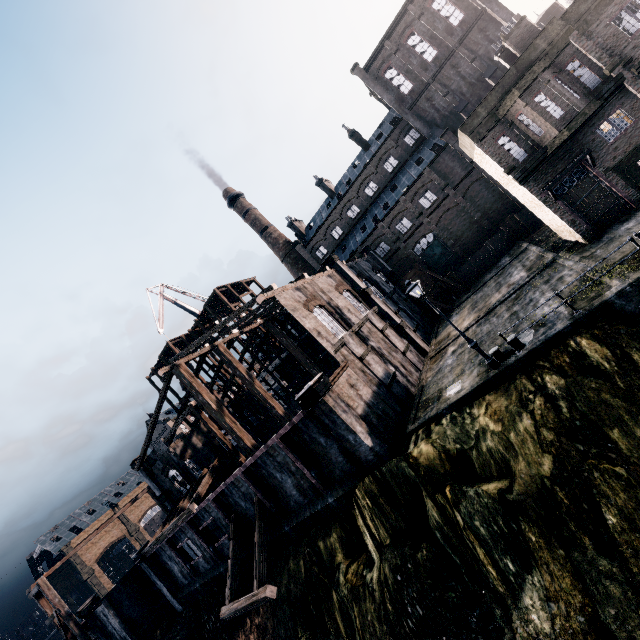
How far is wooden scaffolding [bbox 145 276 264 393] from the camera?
42.7 meters

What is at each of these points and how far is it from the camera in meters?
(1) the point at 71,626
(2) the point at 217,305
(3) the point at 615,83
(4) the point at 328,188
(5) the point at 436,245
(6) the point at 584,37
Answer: (1) wooden scaffolding, 27.4
(2) wooden scaffolding, 46.2
(3) cornice, 16.7
(4) chimney, 56.5
(5) door, 44.7
(6) building, 16.8

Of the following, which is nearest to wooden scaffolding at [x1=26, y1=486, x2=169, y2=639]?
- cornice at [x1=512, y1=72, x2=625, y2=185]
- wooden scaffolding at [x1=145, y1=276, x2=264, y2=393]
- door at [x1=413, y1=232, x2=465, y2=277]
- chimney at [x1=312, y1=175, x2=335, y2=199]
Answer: wooden scaffolding at [x1=145, y1=276, x2=264, y2=393]

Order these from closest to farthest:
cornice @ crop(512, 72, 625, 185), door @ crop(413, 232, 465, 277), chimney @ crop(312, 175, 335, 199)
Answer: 1. cornice @ crop(512, 72, 625, 185)
2. door @ crop(413, 232, 465, 277)
3. chimney @ crop(312, 175, 335, 199)

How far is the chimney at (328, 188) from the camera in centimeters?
5641cm

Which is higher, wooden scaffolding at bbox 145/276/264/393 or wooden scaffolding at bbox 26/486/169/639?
wooden scaffolding at bbox 145/276/264/393

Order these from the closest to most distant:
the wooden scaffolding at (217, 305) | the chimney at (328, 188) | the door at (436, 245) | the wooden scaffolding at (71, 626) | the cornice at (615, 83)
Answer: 1. the cornice at (615, 83)
2. the wooden scaffolding at (71, 626)
3. the wooden scaffolding at (217, 305)
4. the door at (436, 245)
5. the chimney at (328, 188)

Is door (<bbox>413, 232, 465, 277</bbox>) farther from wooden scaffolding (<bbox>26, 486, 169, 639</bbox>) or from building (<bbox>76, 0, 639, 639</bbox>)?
wooden scaffolding (<bbox>26, 486, 169, 639</bbox>)
